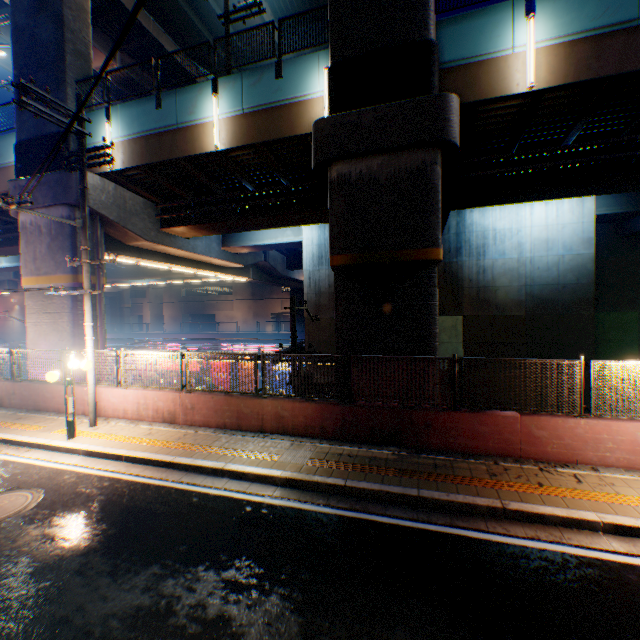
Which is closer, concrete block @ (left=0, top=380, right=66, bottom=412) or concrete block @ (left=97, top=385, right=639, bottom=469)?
concrete block @ (left=97, top=385, right=639, bottom=469)

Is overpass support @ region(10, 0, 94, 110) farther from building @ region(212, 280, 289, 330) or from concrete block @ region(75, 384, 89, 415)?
building @ region(212, 280, 289, 330)

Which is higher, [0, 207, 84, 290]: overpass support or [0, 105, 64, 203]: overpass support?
[0, 105, 64, 203]: overpass support

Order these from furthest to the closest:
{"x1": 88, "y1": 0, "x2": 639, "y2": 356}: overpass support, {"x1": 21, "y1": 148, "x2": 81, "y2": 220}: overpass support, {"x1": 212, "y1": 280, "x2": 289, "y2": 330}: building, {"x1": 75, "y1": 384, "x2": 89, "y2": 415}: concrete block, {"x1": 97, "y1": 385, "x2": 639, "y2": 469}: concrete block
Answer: {"x1": 212, "y1": 280, "x2": 289, "y2": 330}: building, {"x1": 21, "y1": 148, "x2": 81, "y2": 220}: overpass support, {"x1": 75, "y1": 384, "x2": 89, "y2": 415}: concrete block, {"x1": 88, "y1": 0, "x2": 639, "y2": 356}: overpass support, {"x1": 97, "y1": 385, "x2": 639, "y2": 469}: concrete block

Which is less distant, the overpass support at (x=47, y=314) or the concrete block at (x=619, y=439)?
the concrete block at (x=619, y=439)

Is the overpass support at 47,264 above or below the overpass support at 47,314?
above

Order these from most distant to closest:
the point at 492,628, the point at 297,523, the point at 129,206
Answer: the point at 129,206 < the point at 297,523 < the point at 492,628

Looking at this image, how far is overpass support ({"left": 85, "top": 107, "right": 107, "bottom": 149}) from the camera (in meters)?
13.12
